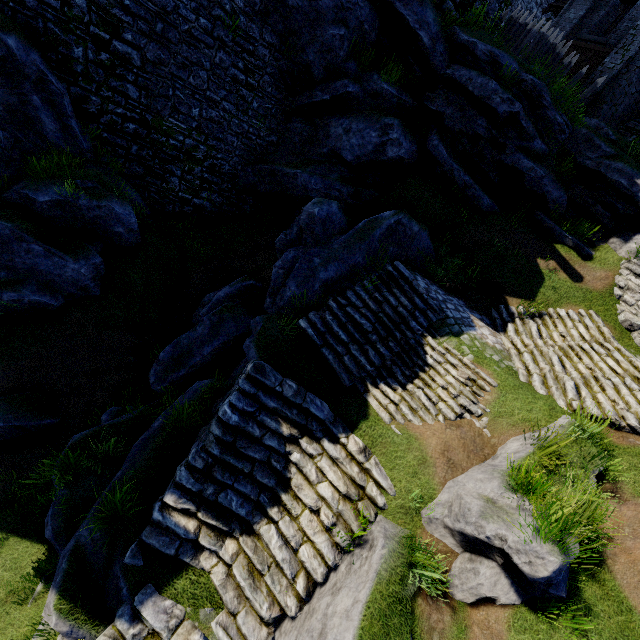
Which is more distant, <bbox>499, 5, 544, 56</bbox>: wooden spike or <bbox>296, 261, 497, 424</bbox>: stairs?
<bbox>499, 5, 544, 56</bbox>: wooden spike

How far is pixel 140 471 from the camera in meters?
6.3 m

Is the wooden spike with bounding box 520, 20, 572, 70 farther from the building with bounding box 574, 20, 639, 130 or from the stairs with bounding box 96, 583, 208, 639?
the stairs with bounding box 96, 583, 208, 639

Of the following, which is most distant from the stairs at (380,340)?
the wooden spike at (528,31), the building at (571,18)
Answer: the building at (571,18)

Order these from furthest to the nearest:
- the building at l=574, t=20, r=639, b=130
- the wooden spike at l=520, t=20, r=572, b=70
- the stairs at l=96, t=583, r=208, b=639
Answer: the building at l=574, t=20, r=639, b=130 < the wooden spike at l=520, t=20, r=572, b=70 < the stairs at l=96, t=583, r=208, b=639

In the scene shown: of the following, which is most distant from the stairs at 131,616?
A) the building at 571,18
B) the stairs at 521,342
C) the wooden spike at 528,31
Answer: the building at 571,18

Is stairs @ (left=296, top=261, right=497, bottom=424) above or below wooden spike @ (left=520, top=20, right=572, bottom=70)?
below

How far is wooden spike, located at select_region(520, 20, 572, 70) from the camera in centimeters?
1285cm
